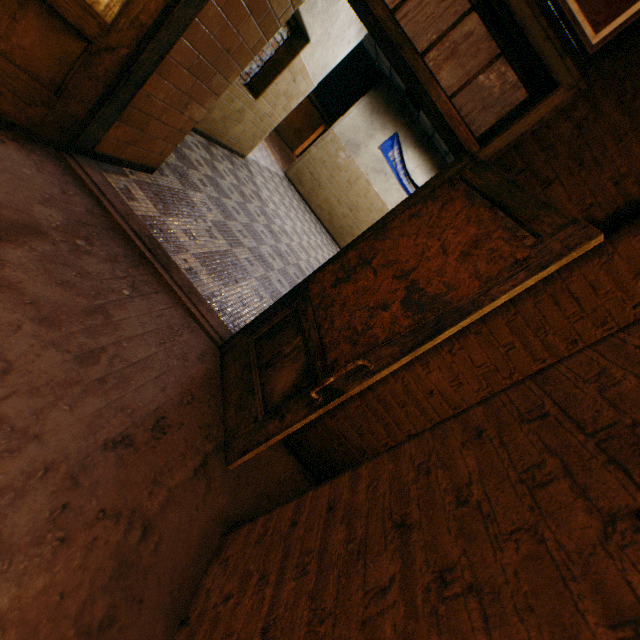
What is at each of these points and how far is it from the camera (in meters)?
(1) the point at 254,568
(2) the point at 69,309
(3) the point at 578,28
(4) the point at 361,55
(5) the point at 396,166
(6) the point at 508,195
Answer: (1) awning, 1.16
(2) stairs, 1.58
(3) sign, 1.49
(4) stairs, 9.49
(5) banner, 9.61
(6) door, 1.41

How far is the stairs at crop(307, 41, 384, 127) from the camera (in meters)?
9.52

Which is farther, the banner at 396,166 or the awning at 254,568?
the banner at 396,166

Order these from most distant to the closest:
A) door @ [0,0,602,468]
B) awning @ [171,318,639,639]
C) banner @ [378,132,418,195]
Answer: banner @ [378,132,418,195] < door @ [0,0,602,468] < awning @ [171,318,639,639]

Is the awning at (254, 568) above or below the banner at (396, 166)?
below

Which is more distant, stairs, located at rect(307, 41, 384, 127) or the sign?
stairs, located at rect(307, 41, 384, 127)

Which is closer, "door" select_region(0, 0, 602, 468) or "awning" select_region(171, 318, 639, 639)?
"awning" select_region(171, 318, 639, 639)

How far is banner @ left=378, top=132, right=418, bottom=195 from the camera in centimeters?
949cm
